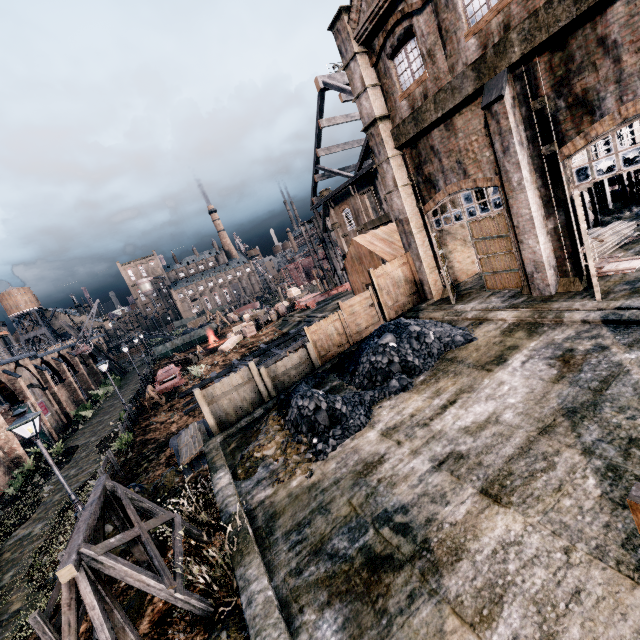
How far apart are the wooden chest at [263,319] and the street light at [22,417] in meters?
28.7 m

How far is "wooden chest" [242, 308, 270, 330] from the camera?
40.1 meters

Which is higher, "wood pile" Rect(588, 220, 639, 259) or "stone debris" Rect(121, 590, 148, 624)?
"wood pile" Rect(588, 220, 639, 259)

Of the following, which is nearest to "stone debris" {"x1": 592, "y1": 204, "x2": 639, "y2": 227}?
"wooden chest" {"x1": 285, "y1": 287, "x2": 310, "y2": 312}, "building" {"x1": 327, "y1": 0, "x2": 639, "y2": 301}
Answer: "wooden chest" {"x1": 285, "y1": 287, "x2": 310, "y2": 312}

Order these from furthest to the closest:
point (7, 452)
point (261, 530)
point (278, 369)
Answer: point (7, 452), point (278, 369), point (261, 530)

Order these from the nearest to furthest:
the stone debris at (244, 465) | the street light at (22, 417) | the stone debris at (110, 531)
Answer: the stone debris at (244, 465), the street light at (22, 417), the stone debris at (110, 531)

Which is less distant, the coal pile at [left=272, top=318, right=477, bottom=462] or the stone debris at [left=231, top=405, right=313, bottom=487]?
the stone debris at [left=231, top=405, right=313, bottom=487]

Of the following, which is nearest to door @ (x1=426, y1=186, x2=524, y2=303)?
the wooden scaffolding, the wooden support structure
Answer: the wooden scaffolding
